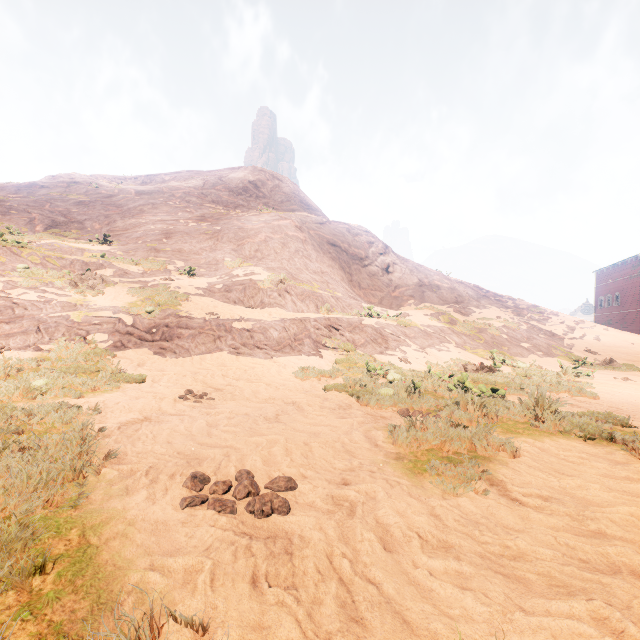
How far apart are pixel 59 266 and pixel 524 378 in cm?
1599

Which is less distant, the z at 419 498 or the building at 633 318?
the z at 419 498

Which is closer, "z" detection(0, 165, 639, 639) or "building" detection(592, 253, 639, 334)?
"z" detection(0, 165, 639, 639)
